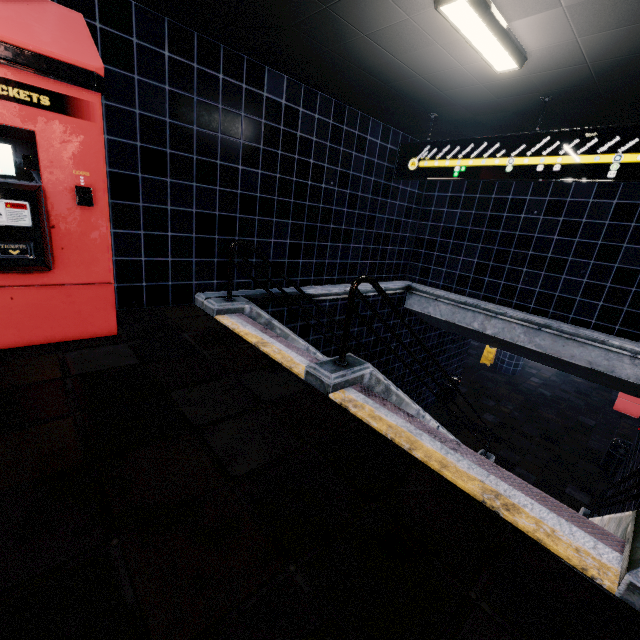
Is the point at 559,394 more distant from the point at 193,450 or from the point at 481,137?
the point at 193,450
